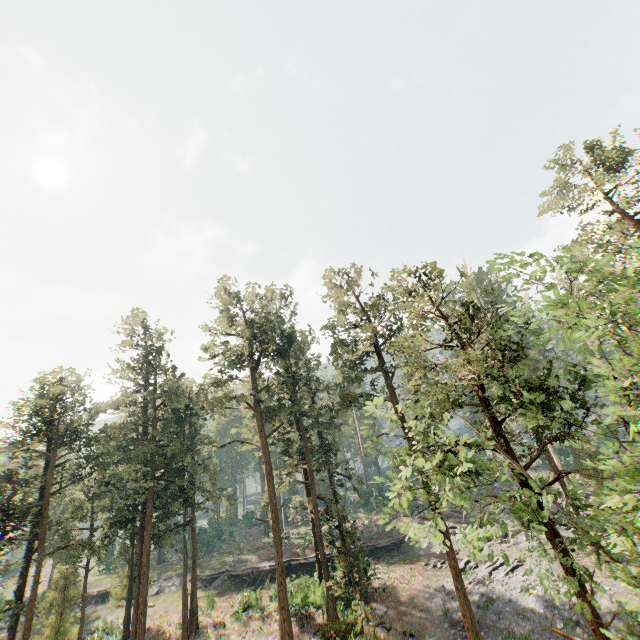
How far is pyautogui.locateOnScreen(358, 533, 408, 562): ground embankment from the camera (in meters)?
39.31

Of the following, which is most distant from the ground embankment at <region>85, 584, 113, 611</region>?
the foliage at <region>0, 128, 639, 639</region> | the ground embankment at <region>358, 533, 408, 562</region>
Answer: the foliage at <region>0, 128, 639, 639</region>

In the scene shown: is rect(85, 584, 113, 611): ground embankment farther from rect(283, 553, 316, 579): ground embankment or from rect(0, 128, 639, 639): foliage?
rect(0, 128, 639, 639): foliage

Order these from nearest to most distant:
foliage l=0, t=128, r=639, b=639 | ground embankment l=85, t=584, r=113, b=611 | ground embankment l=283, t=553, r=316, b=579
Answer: foliage l=0, t=128, r=639, b=639 < ground embankment l=283, t=553, r=316, b=579 < ground embankment l=85, t=584, r=113, b=611

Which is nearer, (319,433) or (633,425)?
(633,425)

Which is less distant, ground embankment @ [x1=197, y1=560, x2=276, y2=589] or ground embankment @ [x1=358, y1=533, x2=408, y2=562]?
ground embankment @ [x1=197, y1=560, x2=276, y2=589]

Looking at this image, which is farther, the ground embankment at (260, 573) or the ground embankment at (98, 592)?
the ground embankment at (98, 592)
